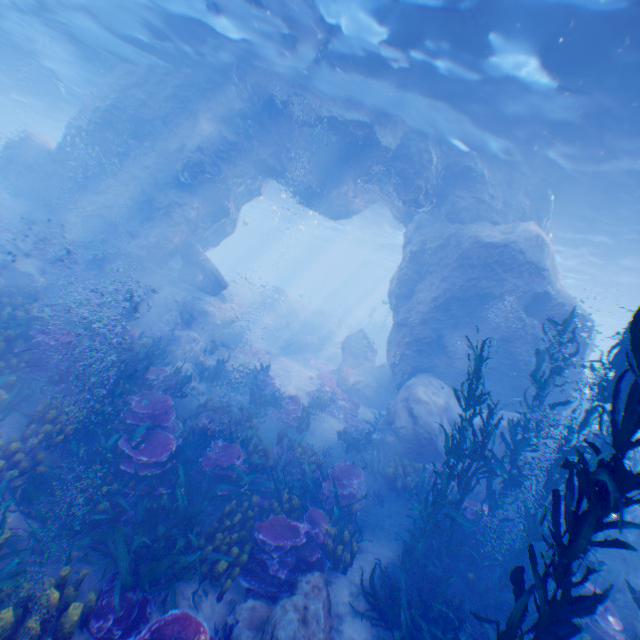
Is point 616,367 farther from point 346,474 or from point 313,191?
point 313,191

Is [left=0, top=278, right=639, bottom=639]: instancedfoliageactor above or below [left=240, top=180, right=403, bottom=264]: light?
below

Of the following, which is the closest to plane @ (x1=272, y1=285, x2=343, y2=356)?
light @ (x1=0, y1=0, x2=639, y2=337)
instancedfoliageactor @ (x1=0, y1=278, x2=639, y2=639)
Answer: light @ (x1=0, y1=0, x2=639, y2=337)

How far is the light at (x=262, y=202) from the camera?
30.2 meters

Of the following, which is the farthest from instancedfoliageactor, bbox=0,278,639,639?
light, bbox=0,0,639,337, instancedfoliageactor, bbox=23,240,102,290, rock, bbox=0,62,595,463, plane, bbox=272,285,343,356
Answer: plane, bbox=272,285,343,356

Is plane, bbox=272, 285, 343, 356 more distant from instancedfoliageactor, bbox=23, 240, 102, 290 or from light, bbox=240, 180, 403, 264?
instancedfoliageactor, bbox=23, 240, 102, 290

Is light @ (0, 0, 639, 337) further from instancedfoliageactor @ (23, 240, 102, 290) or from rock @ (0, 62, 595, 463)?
instancedfoliageactor @ (23, 240, 102, 290)

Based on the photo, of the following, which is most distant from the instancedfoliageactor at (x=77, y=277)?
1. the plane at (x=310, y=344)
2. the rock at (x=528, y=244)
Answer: the plane at (x=310, y=344)
